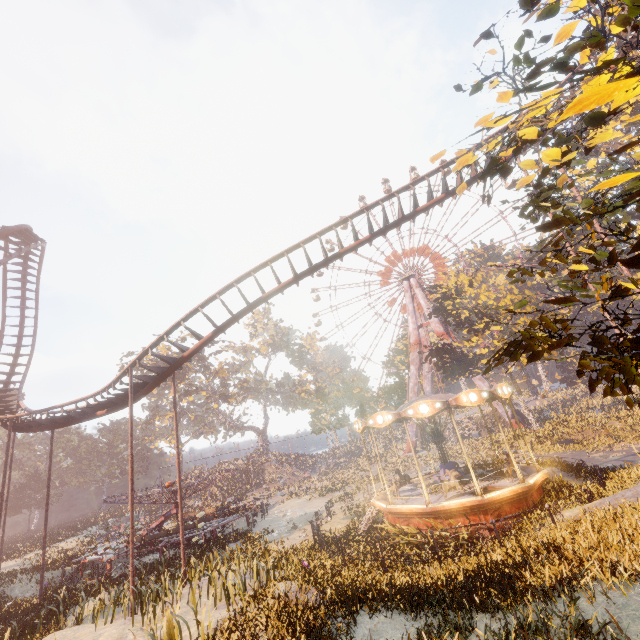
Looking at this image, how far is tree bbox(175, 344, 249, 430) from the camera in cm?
5100

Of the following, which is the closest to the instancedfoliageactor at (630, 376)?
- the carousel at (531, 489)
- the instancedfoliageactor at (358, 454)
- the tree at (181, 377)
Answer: the carousel at (531, 489)

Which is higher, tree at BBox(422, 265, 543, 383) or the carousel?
tree at BBox(422, 265, 543, 383)

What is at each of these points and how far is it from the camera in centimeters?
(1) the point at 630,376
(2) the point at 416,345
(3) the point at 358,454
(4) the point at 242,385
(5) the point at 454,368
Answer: (1) instancedfoliageactor, 293cm
(2) metal support, 5044cm
(3) instancedfoliageactor, 5925cm
(4) tree, 5900cm
(5) tree, 3272cm

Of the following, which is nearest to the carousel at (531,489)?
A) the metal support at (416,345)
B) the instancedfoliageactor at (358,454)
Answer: the instancedfoliageactor at (358,454)

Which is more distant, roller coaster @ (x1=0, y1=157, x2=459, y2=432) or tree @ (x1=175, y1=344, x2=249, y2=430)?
tree @ (x1=175, y1=344, x2=249, y2=430)

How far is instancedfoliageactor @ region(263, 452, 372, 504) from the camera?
27.8 meters

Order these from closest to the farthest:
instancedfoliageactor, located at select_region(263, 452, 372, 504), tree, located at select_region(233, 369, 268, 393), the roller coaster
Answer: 1. the roller coaster
2. instancedfoliageactor, located at select_region(263, 452, 372, 504)
3. tree, located at select_region(233, 369, 268, 393)
